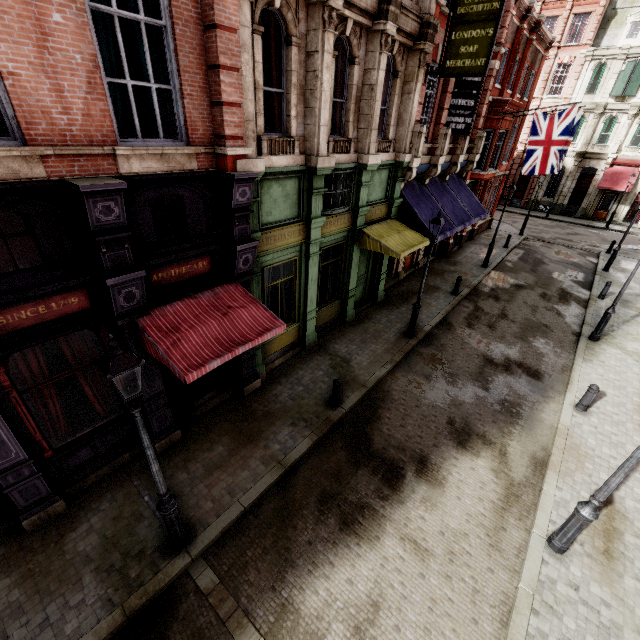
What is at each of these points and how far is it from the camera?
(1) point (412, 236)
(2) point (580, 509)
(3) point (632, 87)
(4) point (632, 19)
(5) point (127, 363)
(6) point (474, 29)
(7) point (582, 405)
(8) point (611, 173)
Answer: (1) awning, 12.6 meters
(2) street light, 5.9 meters
(3) sign, 28.0 meters
(4) roof window, 27.5 meters
(5) street light, 3.9 meters
(6) sign, 9.8 meters
(7) post, 9.8 meters
(8) awning, 30.5 meters

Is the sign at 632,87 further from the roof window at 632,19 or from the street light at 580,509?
the street light at 580,509

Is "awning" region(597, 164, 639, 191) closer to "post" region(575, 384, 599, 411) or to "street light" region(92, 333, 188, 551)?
"post" region(575, 384, 599, 411)

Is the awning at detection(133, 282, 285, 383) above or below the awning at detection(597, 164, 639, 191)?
below

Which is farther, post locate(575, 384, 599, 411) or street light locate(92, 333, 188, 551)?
post locate(575, 384, 599, 411)

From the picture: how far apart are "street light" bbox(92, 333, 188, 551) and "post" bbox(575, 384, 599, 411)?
11.2 meters

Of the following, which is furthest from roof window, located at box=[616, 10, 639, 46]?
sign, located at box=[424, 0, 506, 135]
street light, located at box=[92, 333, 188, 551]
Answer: street light, located at box=[92, 333, 188, 551]

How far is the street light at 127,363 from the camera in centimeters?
383cm
